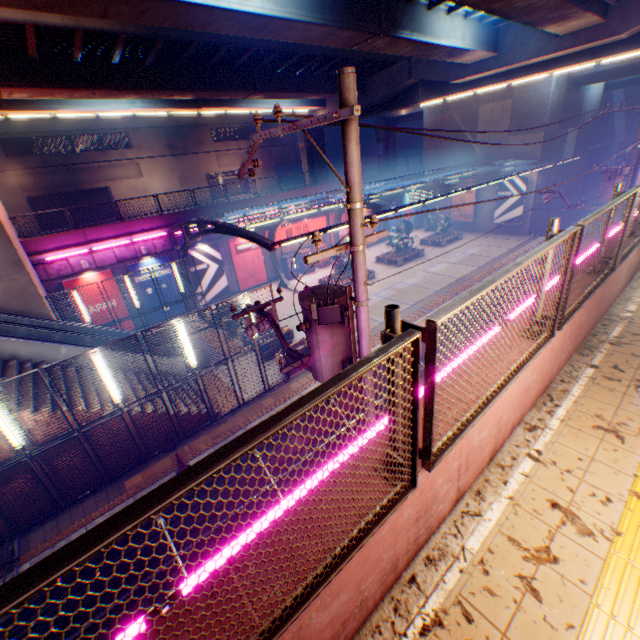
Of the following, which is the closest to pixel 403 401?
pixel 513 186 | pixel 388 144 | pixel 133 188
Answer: pixel 513 186

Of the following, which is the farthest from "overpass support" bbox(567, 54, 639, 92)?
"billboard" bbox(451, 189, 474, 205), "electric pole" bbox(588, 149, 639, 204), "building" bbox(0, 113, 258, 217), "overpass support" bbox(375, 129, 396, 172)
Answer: "building" bbox(0, 113, 258, 217)

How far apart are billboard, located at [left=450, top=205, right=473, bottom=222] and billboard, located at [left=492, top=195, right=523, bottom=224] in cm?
201

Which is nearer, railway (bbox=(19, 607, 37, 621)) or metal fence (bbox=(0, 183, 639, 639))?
metal fence (bbox=(0, 183, 639, 639))

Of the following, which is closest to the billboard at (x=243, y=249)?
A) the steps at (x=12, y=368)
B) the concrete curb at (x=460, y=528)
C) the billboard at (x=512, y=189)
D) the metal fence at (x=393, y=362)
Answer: the metal fence at (x=393, y=362)

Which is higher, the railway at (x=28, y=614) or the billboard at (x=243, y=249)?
the billboard at (x=243, y=249)

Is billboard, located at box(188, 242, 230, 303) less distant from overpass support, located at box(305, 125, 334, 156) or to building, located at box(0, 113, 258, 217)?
overpass support, located at box(305, 125, 334, 156)

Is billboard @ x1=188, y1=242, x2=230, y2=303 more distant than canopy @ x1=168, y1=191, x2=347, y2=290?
Yes
